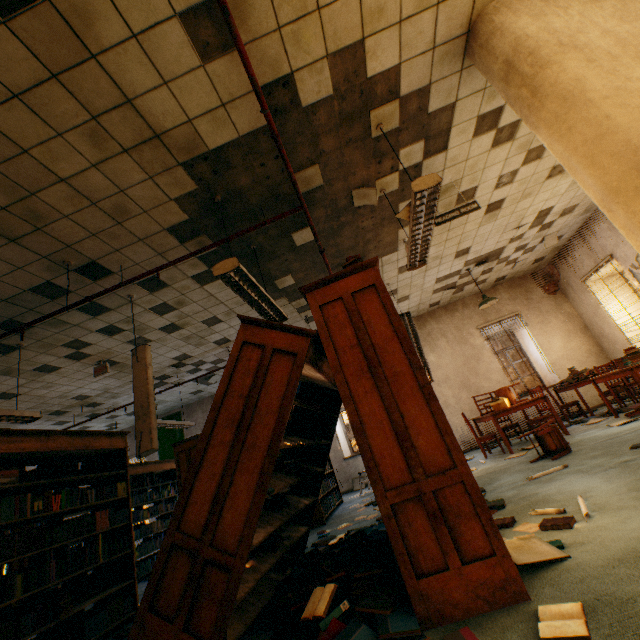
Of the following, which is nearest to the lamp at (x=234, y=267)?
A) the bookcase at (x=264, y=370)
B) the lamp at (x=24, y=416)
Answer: the bookcase at (x=264, y=370)

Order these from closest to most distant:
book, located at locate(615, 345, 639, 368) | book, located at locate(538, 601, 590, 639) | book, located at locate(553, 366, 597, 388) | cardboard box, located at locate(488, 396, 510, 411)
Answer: book, located at locate(538, 601, 590, 639) → book, located at locate(615, 345, 639, 368) → cardboard box, located at locate(488, 396, 510, 411) → book, located at locate(553, 366, 597, 388)

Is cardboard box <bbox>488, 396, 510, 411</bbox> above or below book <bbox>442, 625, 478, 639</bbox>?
above

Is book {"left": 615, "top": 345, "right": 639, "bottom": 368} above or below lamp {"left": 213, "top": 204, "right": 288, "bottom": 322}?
below

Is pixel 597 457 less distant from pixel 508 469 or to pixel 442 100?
pixel 508 469

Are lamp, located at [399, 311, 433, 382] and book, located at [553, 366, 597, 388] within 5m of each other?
yes

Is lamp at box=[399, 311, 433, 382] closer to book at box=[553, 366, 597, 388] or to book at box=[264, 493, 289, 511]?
book at box=[264, 493, 289, 511]

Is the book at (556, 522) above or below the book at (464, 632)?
above
